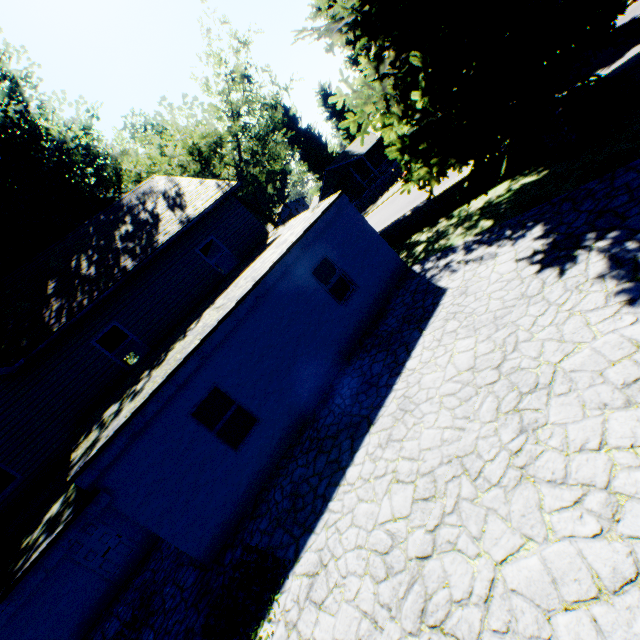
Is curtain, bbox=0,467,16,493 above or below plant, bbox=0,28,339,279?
below

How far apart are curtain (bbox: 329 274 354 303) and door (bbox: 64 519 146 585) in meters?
10.1 m

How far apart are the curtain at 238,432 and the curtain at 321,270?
4.0 meters

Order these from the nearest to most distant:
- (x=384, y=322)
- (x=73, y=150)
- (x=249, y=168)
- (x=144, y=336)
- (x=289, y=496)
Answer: (x=289, y=496), (x=384, y=322), (x=144, y=336), (x=73, y=150), (x=249, y=168)

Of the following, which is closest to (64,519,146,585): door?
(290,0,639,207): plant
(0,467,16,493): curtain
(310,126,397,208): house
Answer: (0,467,16,493): curtain

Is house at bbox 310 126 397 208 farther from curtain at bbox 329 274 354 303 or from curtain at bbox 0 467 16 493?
curtain at bbox 0 467 16 493

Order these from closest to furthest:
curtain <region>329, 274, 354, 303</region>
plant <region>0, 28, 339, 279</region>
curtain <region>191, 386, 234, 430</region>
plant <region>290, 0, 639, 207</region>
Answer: plant <region>290, 0, 639, 207</region>, curtain <region>191, 386, 234, 430</region>, curtain <region>329, 274, 354, 303</region>, plant <region>0, 28, 339, 279</region>

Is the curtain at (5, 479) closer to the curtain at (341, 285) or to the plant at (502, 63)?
the curtain at (341, 285)
